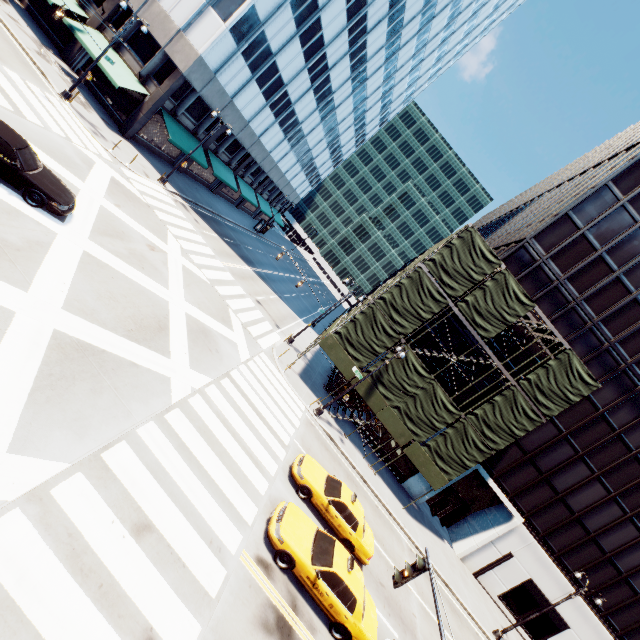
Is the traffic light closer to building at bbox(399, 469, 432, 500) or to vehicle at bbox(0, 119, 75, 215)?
vehicle at bbox(0, 119, 75, 215)

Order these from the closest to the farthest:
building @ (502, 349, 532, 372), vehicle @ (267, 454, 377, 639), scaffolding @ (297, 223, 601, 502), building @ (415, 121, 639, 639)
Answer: vehicle @ (267, 454, 377, 639) < scaffolding @ (297, 223, 601, 502) < building @ (415, 121, 639, 639) < building @ (502, 349, 532, 372)

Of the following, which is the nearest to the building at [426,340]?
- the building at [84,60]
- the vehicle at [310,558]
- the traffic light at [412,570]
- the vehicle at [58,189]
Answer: the vehicle at [310,558]

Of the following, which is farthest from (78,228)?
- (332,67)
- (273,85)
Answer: (332,67)

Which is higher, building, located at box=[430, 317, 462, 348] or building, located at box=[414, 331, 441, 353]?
building, located at box=[430, 317, 462, 348]

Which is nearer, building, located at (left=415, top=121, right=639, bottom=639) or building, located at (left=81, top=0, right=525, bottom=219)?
building, located at (left=415, top=121, right=639, bottom=639)

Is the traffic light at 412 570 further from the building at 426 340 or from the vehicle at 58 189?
the building at 426 340

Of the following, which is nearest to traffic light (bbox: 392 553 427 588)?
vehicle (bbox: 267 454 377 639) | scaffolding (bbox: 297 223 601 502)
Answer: vehicle (bbox: 267 454 377 639)
